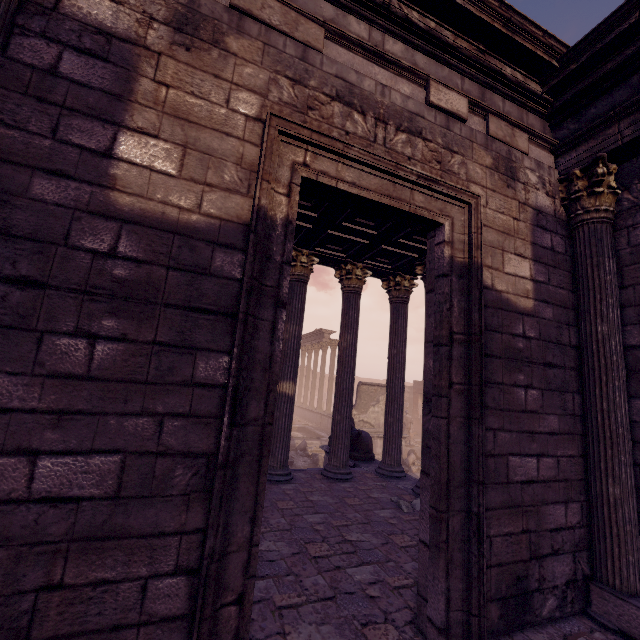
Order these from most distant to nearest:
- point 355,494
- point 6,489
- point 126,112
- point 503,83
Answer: point 355,494
point 503,83
point 126,112
point 6,489

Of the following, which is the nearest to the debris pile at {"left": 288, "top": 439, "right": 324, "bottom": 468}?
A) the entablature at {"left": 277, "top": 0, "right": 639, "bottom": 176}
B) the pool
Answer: the pool

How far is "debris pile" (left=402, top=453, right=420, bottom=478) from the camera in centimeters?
1452cm

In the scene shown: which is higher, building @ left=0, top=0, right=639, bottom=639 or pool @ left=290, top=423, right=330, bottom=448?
building @ left=0, top=0, right=639, bottom=639

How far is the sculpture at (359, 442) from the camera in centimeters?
880cm

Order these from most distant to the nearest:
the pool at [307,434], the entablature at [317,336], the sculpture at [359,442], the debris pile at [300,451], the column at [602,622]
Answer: the entablature at [317,336]
the pool at [307,434]
the debris pile at [300,451]
the sculpture at [359,442]
the column at [602,622]

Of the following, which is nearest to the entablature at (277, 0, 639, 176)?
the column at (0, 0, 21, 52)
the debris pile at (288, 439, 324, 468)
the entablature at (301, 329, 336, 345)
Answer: the column at (0, 0, 21, 52)

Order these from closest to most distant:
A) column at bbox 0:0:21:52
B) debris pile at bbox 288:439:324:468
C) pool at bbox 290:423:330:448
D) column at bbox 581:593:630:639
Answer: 1. column at bbox 0:0:21:52
2. column at bbox 581:593:630:639
3. debris pile at bbox 288:439:324:468
4. pool at bbox 290:423:330:448
